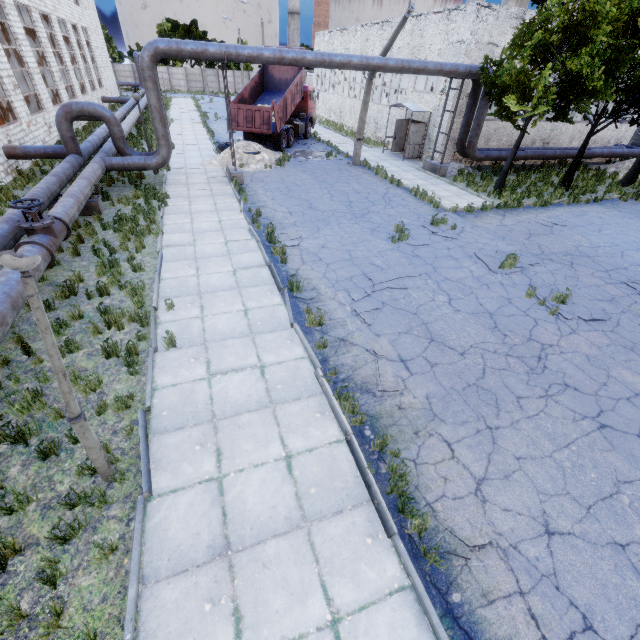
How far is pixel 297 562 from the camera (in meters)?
3.92

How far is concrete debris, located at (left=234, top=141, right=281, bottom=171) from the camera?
18.7m

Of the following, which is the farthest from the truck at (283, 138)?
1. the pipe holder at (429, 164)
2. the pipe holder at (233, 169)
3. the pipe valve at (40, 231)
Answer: the pipe valve at (40, 231)

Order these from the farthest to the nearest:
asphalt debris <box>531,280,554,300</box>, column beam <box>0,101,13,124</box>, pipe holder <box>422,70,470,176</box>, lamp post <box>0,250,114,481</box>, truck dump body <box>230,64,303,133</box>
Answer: truck dump body <box>230,64,303,133</box> < pipe holder <box>422,70,470,176</box> < column beam <box>0,101,13,124</box> < asphalt debris <box>531,280,554,300</box> < lamp post <box>0,250,114,481</box>

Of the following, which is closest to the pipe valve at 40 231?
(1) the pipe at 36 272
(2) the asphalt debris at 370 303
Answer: (1) the pipe at 36 272

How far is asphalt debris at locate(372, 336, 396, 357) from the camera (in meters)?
6.88

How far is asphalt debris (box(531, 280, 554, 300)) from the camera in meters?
9.1

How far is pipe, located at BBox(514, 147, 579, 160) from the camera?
20.9m
